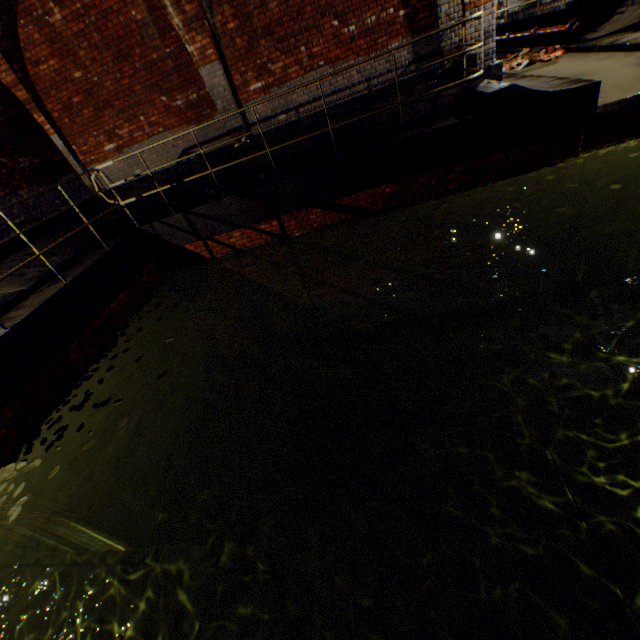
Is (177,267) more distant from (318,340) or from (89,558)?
(89,558)

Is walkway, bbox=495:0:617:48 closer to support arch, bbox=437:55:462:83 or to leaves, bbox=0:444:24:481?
support arch, bbox=437:55:462:83

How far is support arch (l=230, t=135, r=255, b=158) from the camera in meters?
7.9 m

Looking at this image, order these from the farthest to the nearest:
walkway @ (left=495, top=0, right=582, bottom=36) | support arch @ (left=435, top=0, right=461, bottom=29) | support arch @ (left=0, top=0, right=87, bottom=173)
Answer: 1. walkway @ (left=495, top=0, right=582, bottom=36)
2. support arch @ (left=0, top=0, right=87, bottom=173)
3. support arch @ (left=435, top=0, right=461, bottom=29)

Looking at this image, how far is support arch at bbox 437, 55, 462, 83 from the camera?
6.7m

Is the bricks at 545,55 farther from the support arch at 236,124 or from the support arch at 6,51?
the support arch at 6,51

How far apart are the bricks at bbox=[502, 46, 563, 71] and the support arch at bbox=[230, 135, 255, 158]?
7.2 meters

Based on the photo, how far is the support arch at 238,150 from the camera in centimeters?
788cm
